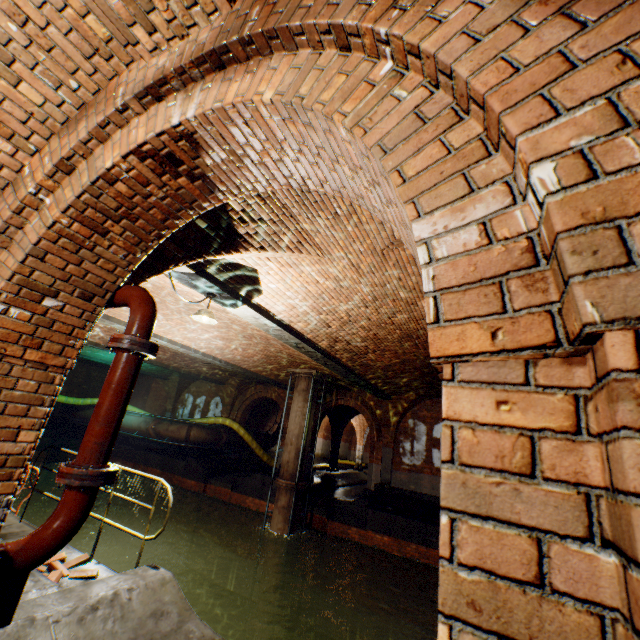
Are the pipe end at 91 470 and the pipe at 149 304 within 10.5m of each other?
yes

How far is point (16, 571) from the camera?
1.97m

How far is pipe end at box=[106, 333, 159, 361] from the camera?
2.6 meters

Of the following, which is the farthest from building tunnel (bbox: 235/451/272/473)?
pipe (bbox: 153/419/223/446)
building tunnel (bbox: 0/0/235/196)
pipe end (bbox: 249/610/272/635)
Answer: building tunnel (bbox: 0/0/235/196)

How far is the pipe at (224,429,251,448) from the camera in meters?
17.5

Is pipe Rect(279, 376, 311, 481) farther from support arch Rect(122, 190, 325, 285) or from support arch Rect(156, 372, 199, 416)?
support arch Rect(156, 372, 199, 416)

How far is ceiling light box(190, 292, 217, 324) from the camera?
5.3m

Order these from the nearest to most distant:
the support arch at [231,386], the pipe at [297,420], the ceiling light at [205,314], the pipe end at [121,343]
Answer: the pipe end at [121,343]
the ceiling light at [205,314]
the pipe at [297,420]
the support arch at [231,386]
